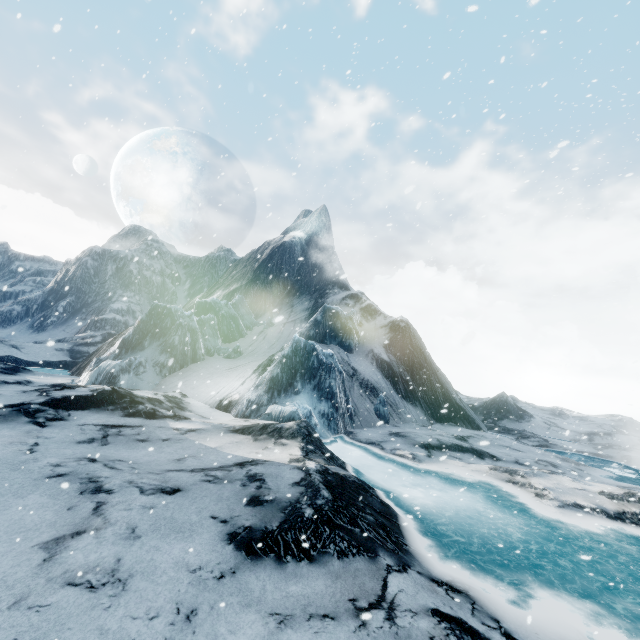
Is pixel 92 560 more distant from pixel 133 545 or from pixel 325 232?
pixel 325 232
